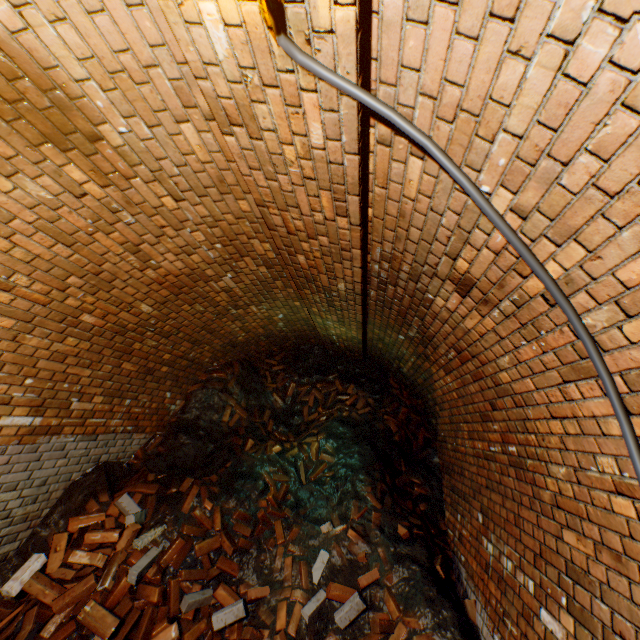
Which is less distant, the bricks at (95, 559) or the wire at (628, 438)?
the wire at (628, 438)

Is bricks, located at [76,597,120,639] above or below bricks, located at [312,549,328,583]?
below

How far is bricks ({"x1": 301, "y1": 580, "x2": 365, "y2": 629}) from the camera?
3.2 meters

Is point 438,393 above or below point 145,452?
above

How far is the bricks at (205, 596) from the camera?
3.2 meters

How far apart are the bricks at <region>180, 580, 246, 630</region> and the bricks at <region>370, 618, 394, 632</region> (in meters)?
1.18

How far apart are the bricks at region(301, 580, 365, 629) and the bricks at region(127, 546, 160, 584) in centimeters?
144cm

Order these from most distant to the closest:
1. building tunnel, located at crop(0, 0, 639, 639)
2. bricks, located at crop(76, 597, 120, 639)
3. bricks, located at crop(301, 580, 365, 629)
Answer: bricks, located at crop(301, 580, 365, 629)
bricks, located at crop(76, 597, 120, 639)
building tunnel, located at crop(0, 0, 639, 639)
